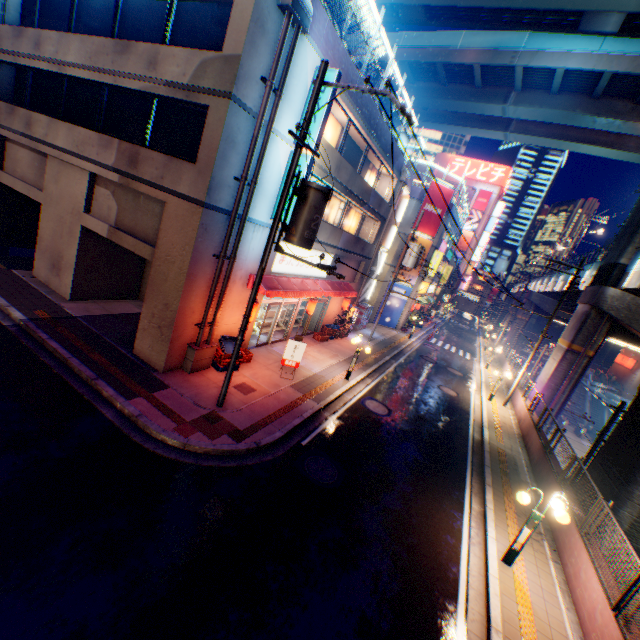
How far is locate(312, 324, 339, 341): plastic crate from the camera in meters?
20.0

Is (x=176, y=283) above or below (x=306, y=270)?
below

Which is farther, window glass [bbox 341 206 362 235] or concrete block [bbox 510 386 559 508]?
window glass [bbox 341 206 362 235]

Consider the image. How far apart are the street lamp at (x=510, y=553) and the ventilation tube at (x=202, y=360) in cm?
1020

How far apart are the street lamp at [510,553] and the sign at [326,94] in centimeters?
1201cm

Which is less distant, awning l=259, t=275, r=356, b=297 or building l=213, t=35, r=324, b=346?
building l=213, t=35, r=324, b=346

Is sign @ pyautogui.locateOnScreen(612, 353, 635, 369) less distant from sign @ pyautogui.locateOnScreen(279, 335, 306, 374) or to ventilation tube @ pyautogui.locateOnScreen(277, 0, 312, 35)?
sign @ pyautogui.locateOnScreen(279, 335, 306, 374)

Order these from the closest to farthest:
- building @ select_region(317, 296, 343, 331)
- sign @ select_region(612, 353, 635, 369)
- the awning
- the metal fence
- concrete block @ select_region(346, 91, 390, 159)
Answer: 1. the metal fence
2. the awning
3. concrete block @ select_region(346, 91, 390, 159)
4. building @ select_region(317, 296, 343, 331)
5. sign @ select_region(612, 353, 635, 369)
